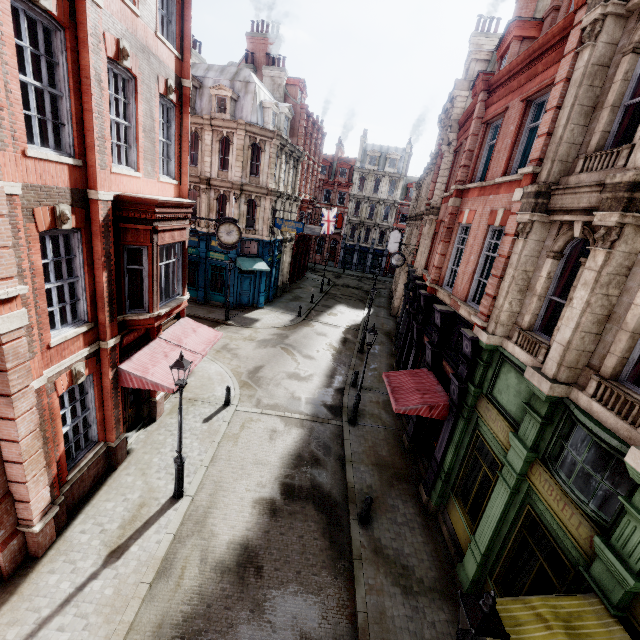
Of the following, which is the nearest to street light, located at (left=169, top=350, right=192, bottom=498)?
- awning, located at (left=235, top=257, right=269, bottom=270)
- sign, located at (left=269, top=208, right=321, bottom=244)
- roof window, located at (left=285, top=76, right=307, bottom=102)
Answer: awning, located at (left=235, top=257, right=269, bottom=270)

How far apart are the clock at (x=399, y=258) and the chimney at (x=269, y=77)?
21.83m

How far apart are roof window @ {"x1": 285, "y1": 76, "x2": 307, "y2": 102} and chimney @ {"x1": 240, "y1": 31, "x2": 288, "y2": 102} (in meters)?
1.17

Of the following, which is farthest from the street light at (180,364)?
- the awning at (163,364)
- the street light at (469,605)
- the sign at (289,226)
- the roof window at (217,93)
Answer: the roof window at (217,93)

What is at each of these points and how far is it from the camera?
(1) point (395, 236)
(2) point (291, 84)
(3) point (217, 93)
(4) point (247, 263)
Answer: (1) sign, 35.4m
(2) roof window, 31.6m
(3) roof window, 23.2m
(4) awning, 25.6m

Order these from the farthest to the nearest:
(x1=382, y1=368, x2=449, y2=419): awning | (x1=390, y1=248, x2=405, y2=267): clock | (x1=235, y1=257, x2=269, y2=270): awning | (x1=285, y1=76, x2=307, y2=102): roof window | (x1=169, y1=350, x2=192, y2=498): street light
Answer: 1. (x1=285, y1=76, x2=307, y2=102): roof window
2. (x1=235, y1=257, x2=269, y2=270): awning
3. (x1=390, y1=248, x2=405, y2=267): clock
4. (x1=382, y1=368, x2=449, y2=419): awning
5. (x1=169, y1=350, x2=192, y2=498): street light

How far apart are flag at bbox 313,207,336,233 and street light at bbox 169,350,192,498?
33.6 meters

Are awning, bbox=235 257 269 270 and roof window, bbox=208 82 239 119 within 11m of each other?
yes
